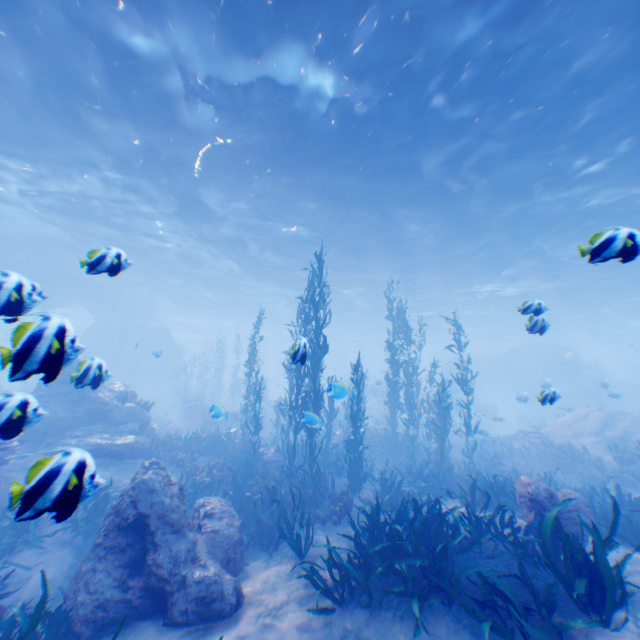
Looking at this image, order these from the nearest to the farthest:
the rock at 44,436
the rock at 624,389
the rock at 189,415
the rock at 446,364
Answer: the rock at 44,436 < the rock at 189,415 < the rock at 624,389 < the rock at 446,364

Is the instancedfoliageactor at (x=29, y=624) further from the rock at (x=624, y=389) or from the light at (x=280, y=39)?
the light at (x=280, y=39)

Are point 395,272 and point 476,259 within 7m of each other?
yes

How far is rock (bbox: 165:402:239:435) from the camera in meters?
7.4 m

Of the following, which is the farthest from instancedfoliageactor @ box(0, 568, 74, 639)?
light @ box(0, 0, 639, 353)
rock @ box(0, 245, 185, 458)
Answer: light @ box(0, 0, 639, 353)

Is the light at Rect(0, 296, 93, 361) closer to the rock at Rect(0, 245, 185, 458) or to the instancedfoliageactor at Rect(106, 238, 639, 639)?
the rock at Rect(0, 245, 185, 458)
